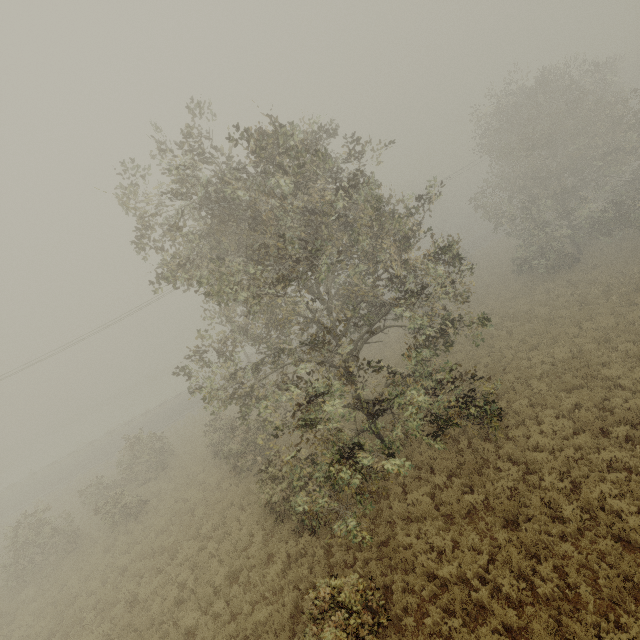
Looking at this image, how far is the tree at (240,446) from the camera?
8.3 meters

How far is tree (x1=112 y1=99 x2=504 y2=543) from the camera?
8.30m

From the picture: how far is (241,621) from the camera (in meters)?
9.59
